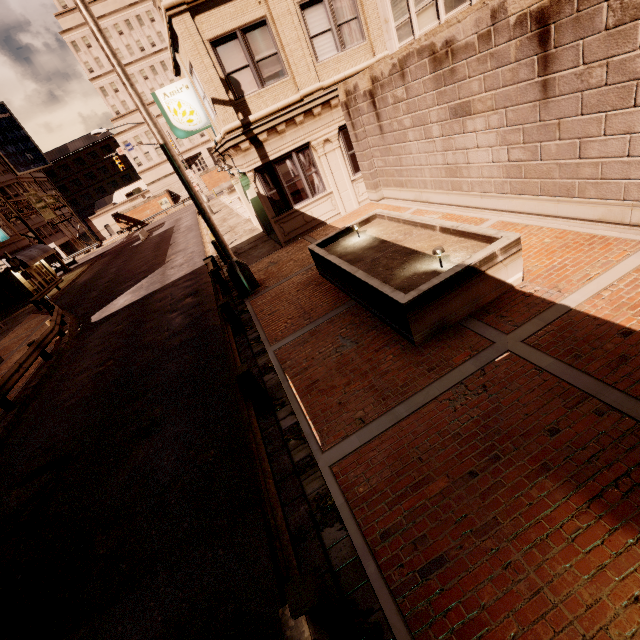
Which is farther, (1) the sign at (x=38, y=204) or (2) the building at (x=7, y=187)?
(2) the building at (x=7, y=187)

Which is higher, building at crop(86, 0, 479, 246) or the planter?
building at crop(86, 0, 479, 246)

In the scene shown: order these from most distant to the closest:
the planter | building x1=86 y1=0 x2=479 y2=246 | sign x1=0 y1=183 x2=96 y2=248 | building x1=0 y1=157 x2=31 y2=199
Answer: building x1=0 y1=157 x2=31 y2=199 → sign x1=0 y1=183 x2=96 y2=248 → building x1=86 y1=0 x2=479 y2=246 → the planter

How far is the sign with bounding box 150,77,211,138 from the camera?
13.0 meters

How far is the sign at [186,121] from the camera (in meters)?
12.98

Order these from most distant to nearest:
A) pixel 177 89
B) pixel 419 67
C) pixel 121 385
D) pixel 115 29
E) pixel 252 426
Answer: pixel 115 29 → pixel 177 89 → pixel 121 385 → pixel 419 67 → pixel 252 426

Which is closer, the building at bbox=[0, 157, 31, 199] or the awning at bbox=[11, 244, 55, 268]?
the awning at bbox=[11, 244, 55, 268]

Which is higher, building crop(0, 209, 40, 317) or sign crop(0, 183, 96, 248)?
sign crop(0, 183, 96, 248)
